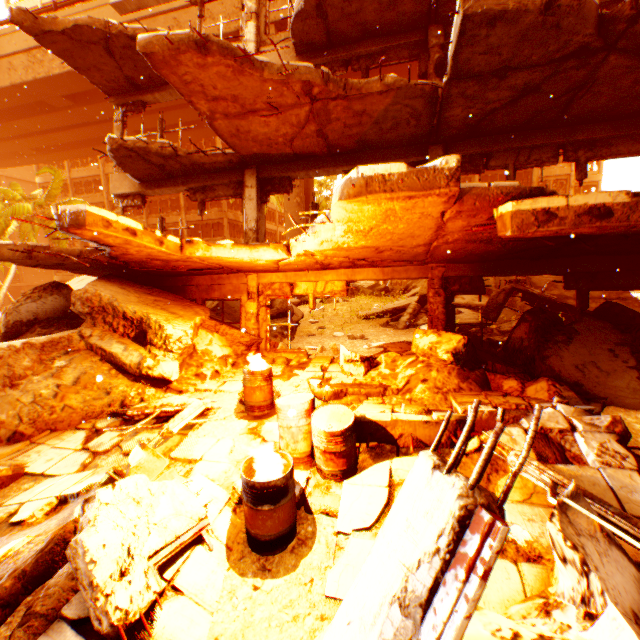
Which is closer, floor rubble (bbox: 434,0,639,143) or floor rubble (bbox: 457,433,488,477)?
floor rubble (bbox: 457,433,488,477)

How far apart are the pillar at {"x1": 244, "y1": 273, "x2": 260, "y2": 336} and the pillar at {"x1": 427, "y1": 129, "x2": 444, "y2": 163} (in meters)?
4.56

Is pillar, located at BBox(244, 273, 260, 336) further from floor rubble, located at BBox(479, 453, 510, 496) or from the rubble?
the rubble

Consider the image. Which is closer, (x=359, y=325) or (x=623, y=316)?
(x=623, y=316)

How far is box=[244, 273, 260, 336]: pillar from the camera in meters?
9.1

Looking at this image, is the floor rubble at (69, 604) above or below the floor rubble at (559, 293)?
below

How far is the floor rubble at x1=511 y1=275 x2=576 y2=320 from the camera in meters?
9.5

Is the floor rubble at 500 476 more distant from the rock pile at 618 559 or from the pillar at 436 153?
the pillar at 436 153
